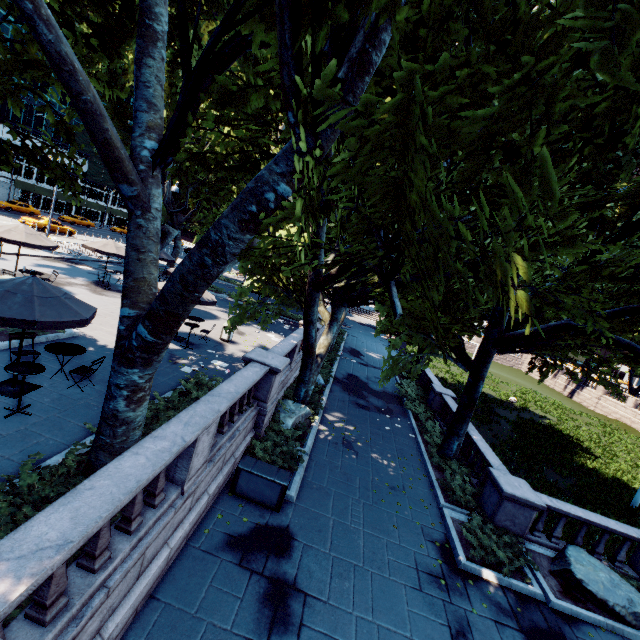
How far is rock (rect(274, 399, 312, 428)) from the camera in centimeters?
1305cm

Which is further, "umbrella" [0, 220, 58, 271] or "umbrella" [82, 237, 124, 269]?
"umbrella" [82, 237, 124, 269]

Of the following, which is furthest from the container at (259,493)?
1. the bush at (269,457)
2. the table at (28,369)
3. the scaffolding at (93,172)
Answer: the scaffolding at (93,172)

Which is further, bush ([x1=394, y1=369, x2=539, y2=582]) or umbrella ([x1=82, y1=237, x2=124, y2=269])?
umbrella ([x1=82, y1=237, x2=124, y2=269])

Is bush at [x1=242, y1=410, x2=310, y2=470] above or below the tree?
below

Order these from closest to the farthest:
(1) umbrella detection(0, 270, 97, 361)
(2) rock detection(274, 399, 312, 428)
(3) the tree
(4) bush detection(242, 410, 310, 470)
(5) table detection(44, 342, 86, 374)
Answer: (3) the tree
(1) umbrella detection(0, 270, 97, 361)
(5) table detection(44, 342, 86, 374)
(4) bush detection(242, 410, 310, 470)
(2) rock detection(274, 399, 312, 428)

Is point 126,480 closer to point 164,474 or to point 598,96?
point 164,474

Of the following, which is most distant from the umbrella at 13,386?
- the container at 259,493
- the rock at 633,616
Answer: the rock at 633,616
